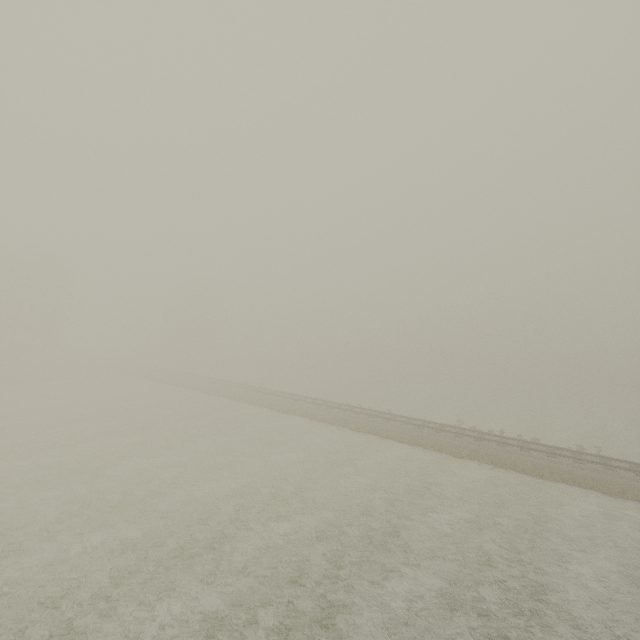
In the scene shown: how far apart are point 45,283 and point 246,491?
47.82m
